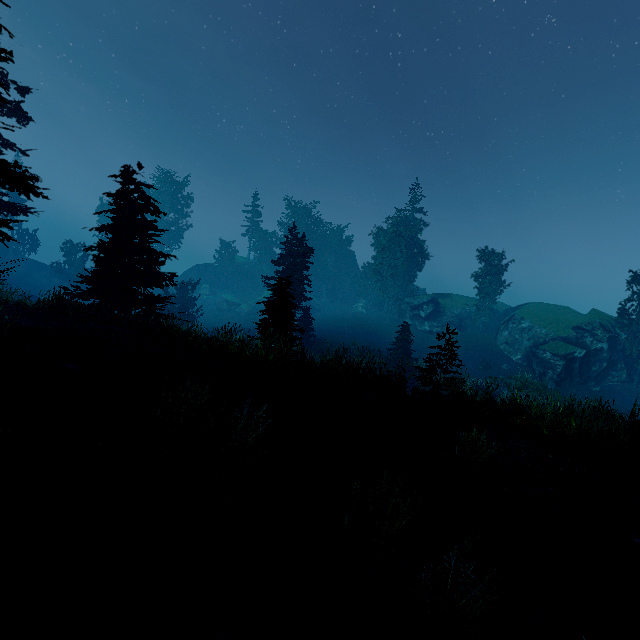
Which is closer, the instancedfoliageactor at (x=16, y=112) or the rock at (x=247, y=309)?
the instancedfoliageactor at (x=16, y=112)

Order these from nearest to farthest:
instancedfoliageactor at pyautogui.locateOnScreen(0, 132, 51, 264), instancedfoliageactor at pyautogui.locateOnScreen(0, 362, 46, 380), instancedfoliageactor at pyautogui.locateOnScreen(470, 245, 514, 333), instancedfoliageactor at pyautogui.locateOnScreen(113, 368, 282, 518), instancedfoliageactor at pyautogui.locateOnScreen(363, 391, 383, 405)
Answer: instancedfoliageactor at pyautogui.locateOnScreen(0, 362, 46, 380) → instancedfoliageactor at pyautogui.locateOnScreen(113, 368, 282, 518) → instancedfoliageactor at pyautogui.locateOnScreen(0, 132, 51, 264) → instancedfoliageactor at pyautogui.locateOnScreen(363, 391, 383, 405) → instancedfoliageactor at pyautogui.locateOnScreen(470, 245, 514, 333)

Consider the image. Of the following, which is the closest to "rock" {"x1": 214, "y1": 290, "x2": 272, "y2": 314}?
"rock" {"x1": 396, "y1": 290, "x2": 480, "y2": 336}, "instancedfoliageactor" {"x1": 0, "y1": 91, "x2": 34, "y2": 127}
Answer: "instancedfoliageactor" {"x1": 0, "y1": 91, "x2": 34, "y2": 127}

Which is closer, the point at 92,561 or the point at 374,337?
the point at 92,561

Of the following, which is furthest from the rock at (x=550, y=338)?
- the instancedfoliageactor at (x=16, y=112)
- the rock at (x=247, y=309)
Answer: the rock at (x=247, y=309)

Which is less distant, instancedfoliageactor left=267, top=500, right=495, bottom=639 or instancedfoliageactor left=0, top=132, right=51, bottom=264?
instancedfoliageactor left=267, top=500, right=495, bottom=639
